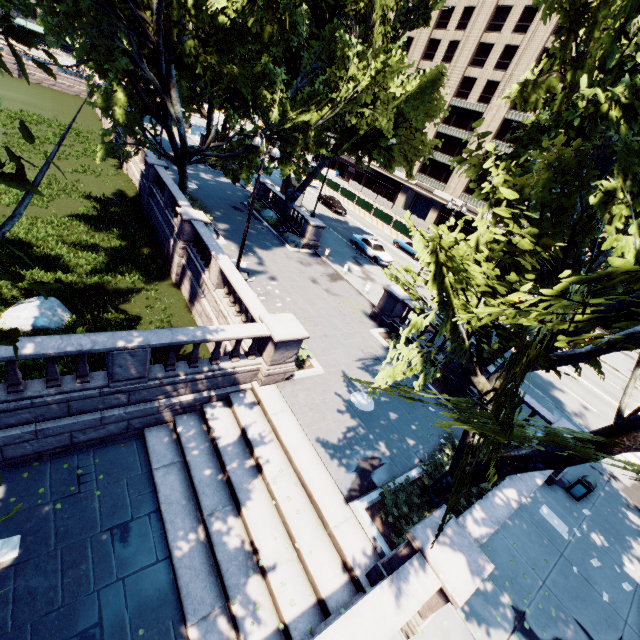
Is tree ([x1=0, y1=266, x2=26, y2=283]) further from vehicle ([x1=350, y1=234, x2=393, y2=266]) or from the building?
the building

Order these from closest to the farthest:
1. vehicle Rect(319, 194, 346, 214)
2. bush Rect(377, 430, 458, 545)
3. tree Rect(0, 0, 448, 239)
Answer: bush Rect(377, 430, 458, 545), tree Rect(0, 0, 448, 239), vehicle Rect(319, 194, 346, 214)

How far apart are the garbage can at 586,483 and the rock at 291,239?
21.3 meters

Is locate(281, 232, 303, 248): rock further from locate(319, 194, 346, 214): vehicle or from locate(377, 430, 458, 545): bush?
locate(377, 430, 458, 545): bush

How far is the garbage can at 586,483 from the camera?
12.4m

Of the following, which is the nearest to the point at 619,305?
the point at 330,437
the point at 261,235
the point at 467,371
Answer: the point at 467,371

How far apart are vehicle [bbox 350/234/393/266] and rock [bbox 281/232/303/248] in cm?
674

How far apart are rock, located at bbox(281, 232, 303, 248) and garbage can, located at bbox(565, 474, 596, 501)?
21.3m
